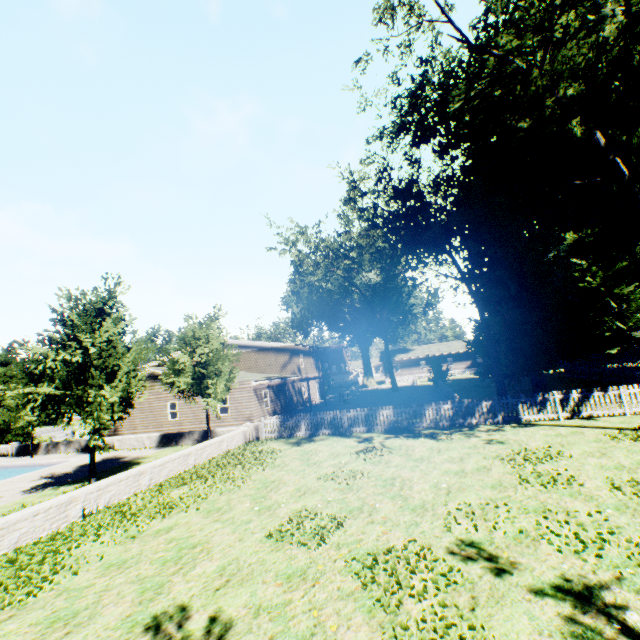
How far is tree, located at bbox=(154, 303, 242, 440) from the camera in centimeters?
1786cm

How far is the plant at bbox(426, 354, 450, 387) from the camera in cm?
3541

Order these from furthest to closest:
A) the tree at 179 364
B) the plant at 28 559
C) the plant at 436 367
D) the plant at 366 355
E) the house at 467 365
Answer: the house at 467 365 → the plant at 436 367 → the tree at 179 364 → the plant at 366 355 → the plant at 28 559

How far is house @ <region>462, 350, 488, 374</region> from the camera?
59.1 meters

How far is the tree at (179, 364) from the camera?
17.86m

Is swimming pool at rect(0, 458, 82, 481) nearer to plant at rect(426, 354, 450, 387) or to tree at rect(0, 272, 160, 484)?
tree at rect(0, 272, 160, 484)

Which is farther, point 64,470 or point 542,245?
point 542,245

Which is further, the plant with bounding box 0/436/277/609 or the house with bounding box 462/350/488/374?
the house with bounding box 462/350/488/374
